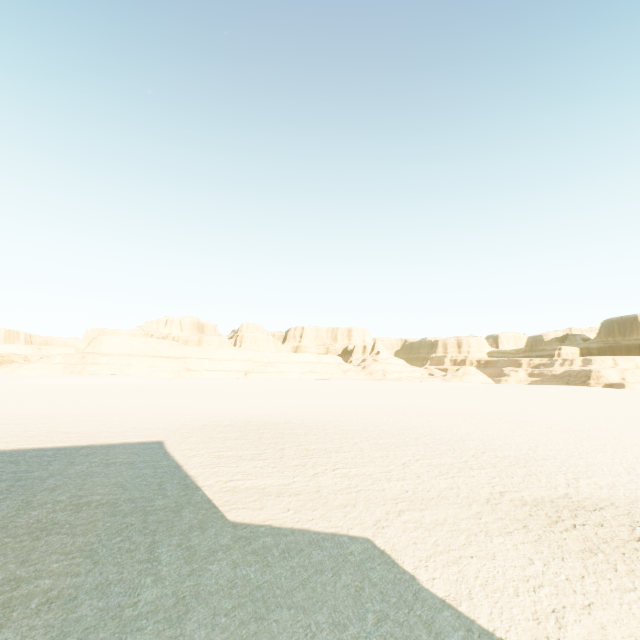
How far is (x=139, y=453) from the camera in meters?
12.9
